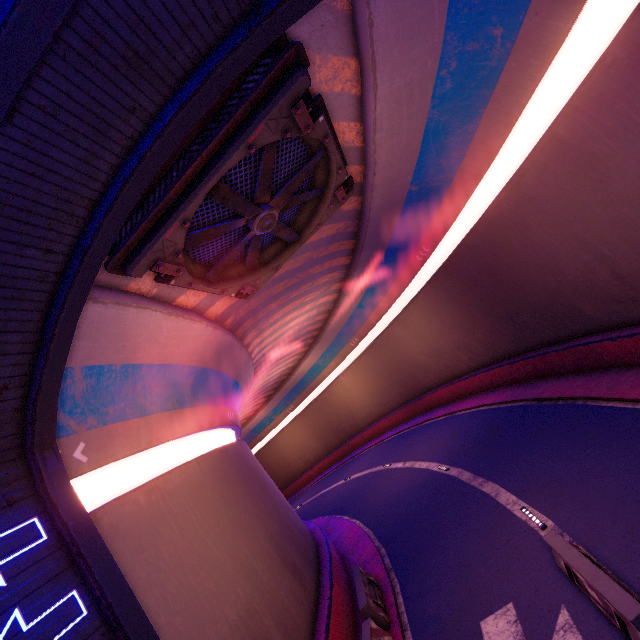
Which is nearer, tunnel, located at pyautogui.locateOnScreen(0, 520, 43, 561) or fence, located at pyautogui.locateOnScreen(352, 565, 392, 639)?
tunnel, located at pyautogui.locateOnScreen(0, 520, 43, 561)

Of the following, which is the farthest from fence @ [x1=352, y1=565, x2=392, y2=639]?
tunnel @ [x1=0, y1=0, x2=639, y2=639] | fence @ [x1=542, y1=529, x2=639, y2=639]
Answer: fence @ [x1=542, y1=529, x2=639, y2=639]

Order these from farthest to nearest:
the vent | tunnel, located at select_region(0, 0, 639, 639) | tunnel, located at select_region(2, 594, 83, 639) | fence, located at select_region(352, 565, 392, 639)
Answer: fence, located at select_region(352, 565, 392, 639), the vent, tunnel, located at select_region(0, 0, 639, 639), tunnel, located at select_region(2, 594, 83, 639)

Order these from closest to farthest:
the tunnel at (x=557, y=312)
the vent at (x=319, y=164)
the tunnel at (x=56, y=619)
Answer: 1. the tunnel at (x=56, y=619)
2. the tunnel at (x=557, y=312)
3. the vent at (x=319, y=164)

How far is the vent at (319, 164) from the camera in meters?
6.1 m

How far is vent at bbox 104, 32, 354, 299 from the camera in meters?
6.1 m

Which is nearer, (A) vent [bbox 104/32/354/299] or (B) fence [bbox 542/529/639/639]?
(B) fence [bbox 542/529/639/639]

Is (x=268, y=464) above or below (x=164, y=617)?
above
